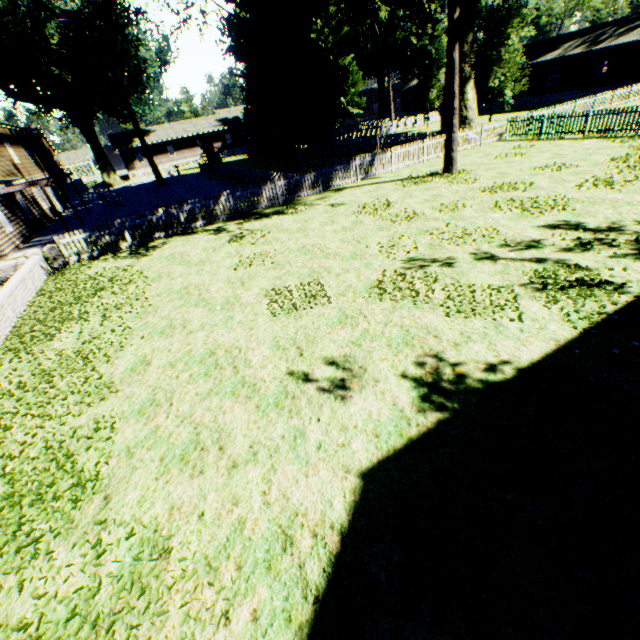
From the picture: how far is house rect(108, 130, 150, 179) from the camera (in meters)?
50.37

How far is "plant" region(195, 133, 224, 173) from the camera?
32.1 meters

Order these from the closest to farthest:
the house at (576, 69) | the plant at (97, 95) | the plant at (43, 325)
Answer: the plant at (43, 325), the plant at (97, 95), the house at (576, 69)

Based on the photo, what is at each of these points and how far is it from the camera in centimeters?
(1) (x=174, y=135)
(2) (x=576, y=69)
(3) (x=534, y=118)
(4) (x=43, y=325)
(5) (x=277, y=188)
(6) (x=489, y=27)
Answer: (1) house, 5262cm
(2) house, 3472cm
(3) fence, 2320cm
(4) plant, 903cm
(5) fence, 1670cm
(6) plant, 2153cm

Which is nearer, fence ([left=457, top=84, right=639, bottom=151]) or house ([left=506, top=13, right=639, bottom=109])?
fence ([left=457, top=84, right=639, bottom=151])

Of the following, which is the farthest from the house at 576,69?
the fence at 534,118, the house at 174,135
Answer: the house at 174,135

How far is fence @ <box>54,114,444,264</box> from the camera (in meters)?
14.29

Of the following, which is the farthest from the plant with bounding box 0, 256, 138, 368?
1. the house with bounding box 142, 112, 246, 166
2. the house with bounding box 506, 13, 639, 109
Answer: the house with bounding box 142, 112, 246, 166
